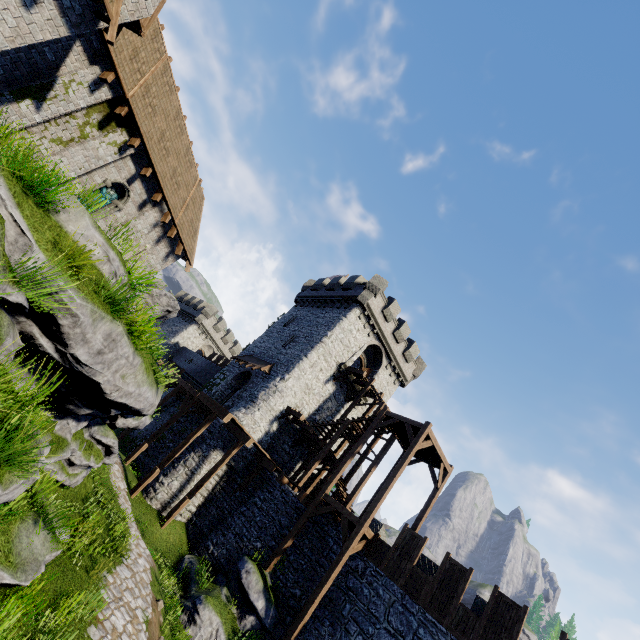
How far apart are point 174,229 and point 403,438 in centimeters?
1799cm

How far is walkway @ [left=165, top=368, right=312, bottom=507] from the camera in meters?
17.7 m

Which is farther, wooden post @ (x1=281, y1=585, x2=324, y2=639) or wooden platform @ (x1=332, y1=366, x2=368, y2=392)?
wooden platform @ (x1=332, y1=366, x2=368, y2=392)

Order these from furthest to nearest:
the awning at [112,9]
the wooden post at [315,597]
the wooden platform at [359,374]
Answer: the wooden platform at [359,374], the wooden post at [315,597], the awning at [112,9]

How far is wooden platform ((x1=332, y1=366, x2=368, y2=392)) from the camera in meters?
25.1

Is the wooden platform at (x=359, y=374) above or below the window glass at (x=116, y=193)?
above

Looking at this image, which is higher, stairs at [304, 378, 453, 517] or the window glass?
stairs at [304, 378, 453, 517]

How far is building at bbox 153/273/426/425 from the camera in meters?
25.3
